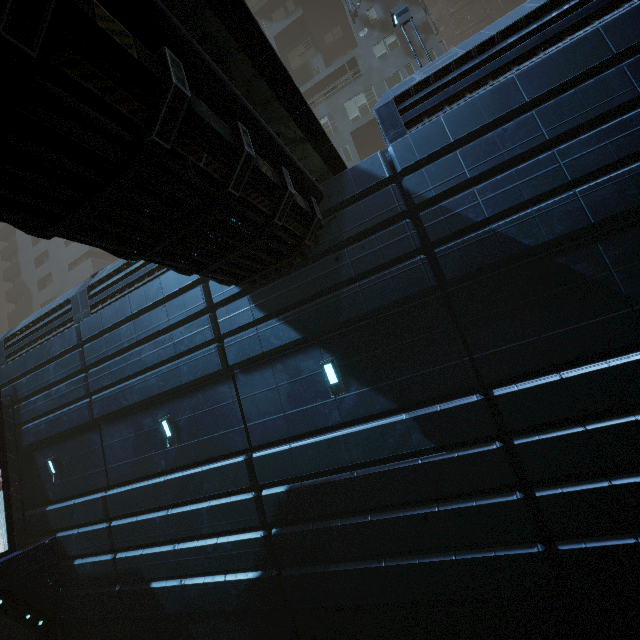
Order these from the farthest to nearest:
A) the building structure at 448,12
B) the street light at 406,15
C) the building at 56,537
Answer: the building structure at 448,12 < the street light at 406,15 < the building at 56,537

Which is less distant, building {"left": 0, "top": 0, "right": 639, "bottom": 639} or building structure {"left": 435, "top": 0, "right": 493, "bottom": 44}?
building {"left": 0, "top": 0, "right": 639, "bottom": 639}

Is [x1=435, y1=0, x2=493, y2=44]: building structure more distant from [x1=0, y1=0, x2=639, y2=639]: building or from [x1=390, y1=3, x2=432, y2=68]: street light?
[x1=390, y1=3, x2=432, y2=68]: street light

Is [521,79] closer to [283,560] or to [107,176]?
[107,176]

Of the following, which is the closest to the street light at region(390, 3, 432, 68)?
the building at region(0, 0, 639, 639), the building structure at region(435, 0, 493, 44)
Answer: the building at region(0, 0, 639, 639)

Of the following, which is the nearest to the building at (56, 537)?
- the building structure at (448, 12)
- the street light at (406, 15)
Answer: the building structure at (448, 12)

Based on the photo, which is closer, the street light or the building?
the building
